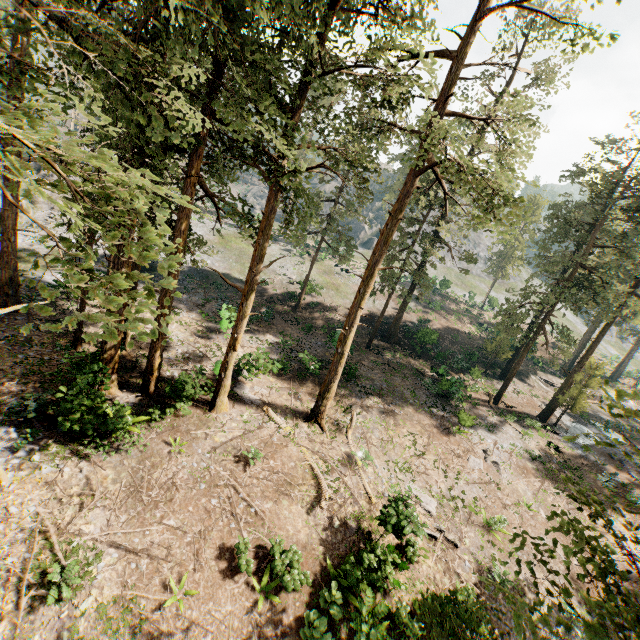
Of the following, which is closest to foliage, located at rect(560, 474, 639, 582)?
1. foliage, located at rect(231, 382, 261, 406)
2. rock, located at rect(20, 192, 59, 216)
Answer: rock, located at rect(20, 192, 59, 216)

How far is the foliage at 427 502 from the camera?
16.8m

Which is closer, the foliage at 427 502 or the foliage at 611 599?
the foliage at 611 599

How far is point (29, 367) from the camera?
15.7 meters

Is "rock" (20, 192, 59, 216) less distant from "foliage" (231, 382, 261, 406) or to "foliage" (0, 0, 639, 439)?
"foliage" (0, 0, 639, 439)
